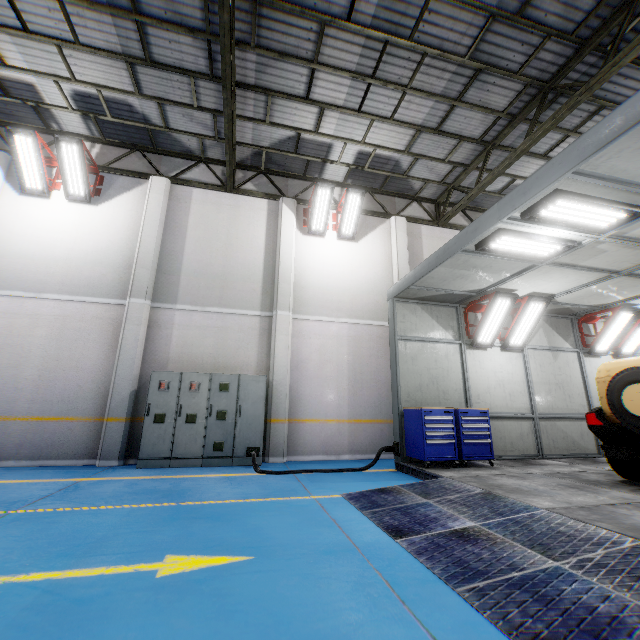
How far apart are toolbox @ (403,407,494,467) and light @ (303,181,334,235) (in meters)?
5.95

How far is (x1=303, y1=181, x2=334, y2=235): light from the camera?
9.9m

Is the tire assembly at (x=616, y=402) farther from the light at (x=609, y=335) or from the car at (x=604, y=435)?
the light at (x=609, y=335)

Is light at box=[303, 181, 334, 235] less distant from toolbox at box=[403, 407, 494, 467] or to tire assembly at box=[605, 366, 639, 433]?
toolbox at box=[403, 407, 494, 467]

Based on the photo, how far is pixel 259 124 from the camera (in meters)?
9.17

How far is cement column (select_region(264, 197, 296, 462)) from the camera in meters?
8.5

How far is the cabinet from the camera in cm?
746

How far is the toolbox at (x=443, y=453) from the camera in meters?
6.8 m
